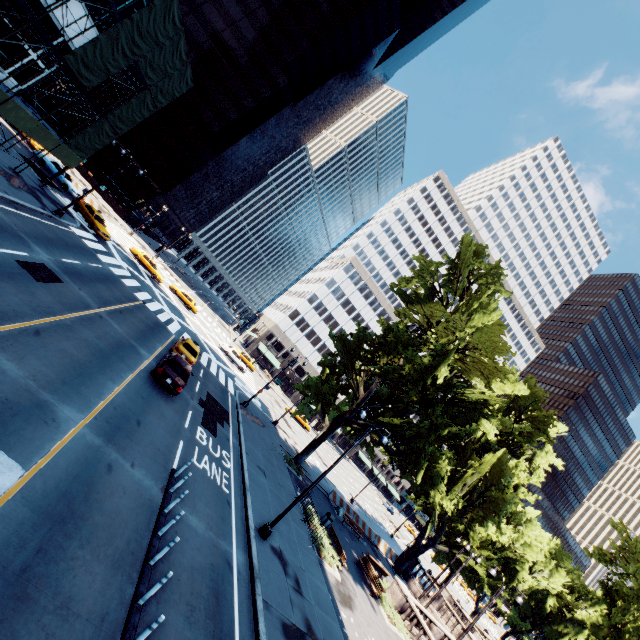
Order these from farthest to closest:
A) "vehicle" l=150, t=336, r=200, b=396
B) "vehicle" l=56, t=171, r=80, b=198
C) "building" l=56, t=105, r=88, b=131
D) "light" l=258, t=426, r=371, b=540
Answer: "building" l=56, t=105, r=88, b=131
"vehicle" l=56, t=171, r=80, b=198
"vehicle" l=150, t=336, r=200, b=396
"light" l=258, t=426, r=371, b=540

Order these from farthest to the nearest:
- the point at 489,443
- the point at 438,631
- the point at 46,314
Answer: the point at 489,443 → the point at 438,631 → the point at 46,314

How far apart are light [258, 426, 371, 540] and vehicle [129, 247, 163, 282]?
34.0m

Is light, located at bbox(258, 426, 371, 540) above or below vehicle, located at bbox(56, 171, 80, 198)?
below

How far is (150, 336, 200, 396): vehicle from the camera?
16.8m

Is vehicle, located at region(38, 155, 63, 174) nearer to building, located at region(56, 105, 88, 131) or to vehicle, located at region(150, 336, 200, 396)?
building, located at region(56, 105, 88, 131)

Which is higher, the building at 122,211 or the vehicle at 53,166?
the building at 122,211

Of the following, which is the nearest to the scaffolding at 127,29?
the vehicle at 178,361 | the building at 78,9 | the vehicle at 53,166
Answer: the building at 78,9
